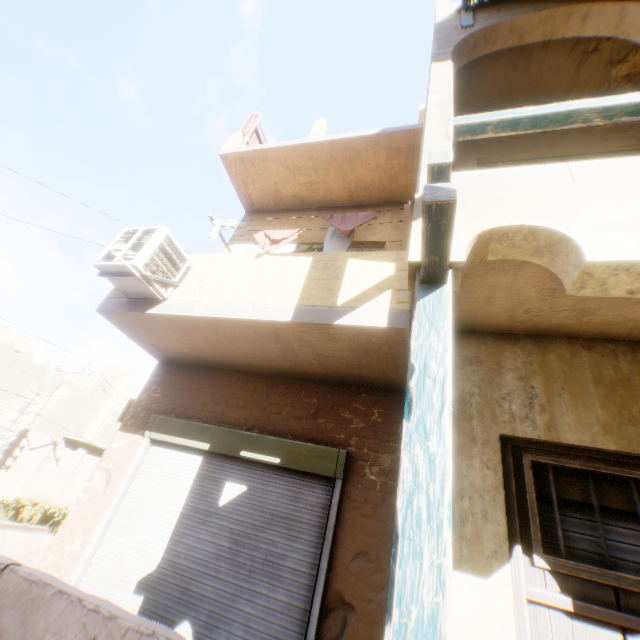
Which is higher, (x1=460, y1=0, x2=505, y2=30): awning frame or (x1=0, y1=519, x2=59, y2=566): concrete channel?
(x1=460, y1=0, x2=505, y2=30): awning frame

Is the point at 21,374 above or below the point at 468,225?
above

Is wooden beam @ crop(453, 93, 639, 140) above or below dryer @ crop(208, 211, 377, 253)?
below

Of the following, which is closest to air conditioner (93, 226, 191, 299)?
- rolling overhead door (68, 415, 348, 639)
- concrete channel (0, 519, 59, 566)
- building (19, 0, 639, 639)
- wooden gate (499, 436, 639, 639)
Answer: building (19, 0, 639, 639)

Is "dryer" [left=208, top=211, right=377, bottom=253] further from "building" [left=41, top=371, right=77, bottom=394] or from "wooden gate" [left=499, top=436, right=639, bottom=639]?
"wooden gate" [left=499, top=436, right=639, bottom=639]

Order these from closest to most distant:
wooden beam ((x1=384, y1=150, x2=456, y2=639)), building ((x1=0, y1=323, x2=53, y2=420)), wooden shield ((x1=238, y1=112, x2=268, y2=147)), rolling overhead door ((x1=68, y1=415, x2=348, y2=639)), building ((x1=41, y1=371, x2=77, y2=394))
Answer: wooden beam ((x1=384, y1=150, x2=456, y2=639))
rolling overhead door ((x1=68, y1=415, x2=348, y2=639))
wooden shield ((x1=238, y1=112, x2=268, y2=147))
building ((x1=0, y1=323, x2=53, y2=420))
building ((x1=41, y1=371, x2=77, y2=394))

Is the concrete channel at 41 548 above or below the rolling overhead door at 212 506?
below

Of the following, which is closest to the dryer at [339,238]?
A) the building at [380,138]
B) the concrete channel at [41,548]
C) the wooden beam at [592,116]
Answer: the building at [380,138]
